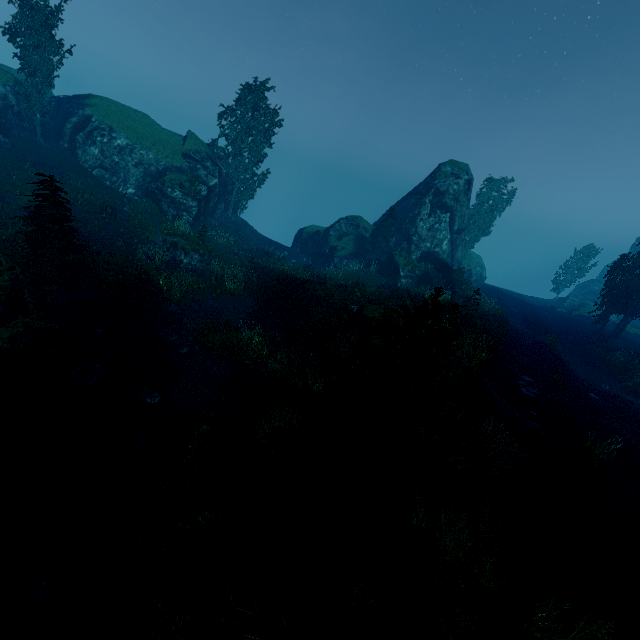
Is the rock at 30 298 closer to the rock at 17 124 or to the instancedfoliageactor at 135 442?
the instancedfoliageactor at 135 442

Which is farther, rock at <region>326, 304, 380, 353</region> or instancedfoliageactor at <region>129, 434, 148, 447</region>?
rock at <region>326, 304, 380, 353</region>

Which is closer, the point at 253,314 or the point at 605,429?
the point at 605,429

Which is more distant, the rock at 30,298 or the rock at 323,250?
the rock at 323,250

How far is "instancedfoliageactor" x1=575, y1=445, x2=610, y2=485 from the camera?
8.3m

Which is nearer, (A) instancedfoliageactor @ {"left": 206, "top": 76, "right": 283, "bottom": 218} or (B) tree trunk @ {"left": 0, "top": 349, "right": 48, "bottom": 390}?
(B) tree trunk @ {"left": 0, "top": 349, "right": 48, "bottom": 390}

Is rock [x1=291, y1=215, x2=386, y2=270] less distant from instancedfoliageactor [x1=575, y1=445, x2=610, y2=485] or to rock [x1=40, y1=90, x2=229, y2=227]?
instancedfoliageactor [x1=575, y1=445, x2=610, y2=485]
